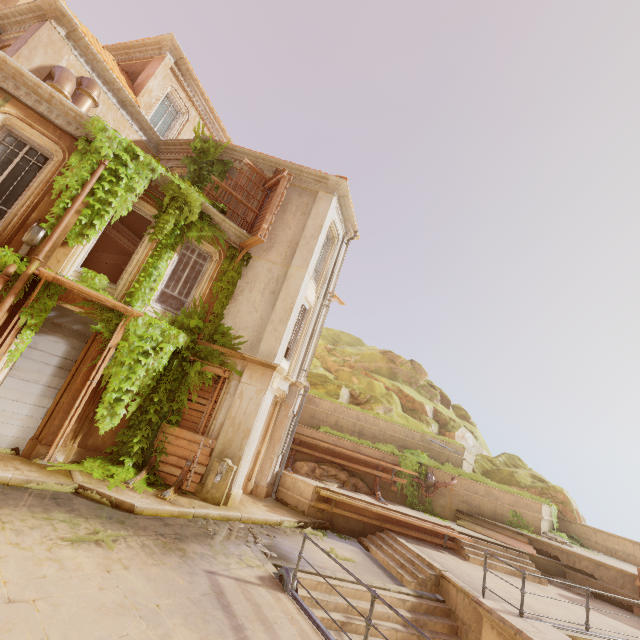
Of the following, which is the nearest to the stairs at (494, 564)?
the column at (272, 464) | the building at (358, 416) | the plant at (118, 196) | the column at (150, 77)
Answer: the building at (358, 416)

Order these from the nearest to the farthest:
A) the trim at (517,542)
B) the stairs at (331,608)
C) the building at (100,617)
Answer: the building at (100,617), the stairs at (331,608), the trim at (517,542)

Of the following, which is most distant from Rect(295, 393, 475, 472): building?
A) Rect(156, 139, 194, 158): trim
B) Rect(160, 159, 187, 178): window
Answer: Rect(156, 139, 194, 158): trim

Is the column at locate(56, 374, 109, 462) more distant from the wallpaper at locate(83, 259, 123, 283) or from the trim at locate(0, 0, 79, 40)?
the trim at locate(0, 0, 79, 40)

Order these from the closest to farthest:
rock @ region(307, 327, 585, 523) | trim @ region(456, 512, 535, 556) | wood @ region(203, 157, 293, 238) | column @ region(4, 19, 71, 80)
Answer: column @ region(4, 19, 71, 80), wood @ region(203, 157, 293, 238), trim @ region(456, 512, 535, 556), rock @ region(307, 327, 585, 523)

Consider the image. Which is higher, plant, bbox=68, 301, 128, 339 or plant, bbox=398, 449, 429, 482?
plant, bbox=68, 301, 128, 339

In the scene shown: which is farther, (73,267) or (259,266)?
(259,266)

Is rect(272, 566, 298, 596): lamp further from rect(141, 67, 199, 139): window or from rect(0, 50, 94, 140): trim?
rect(141, 67, 199, 139): window
